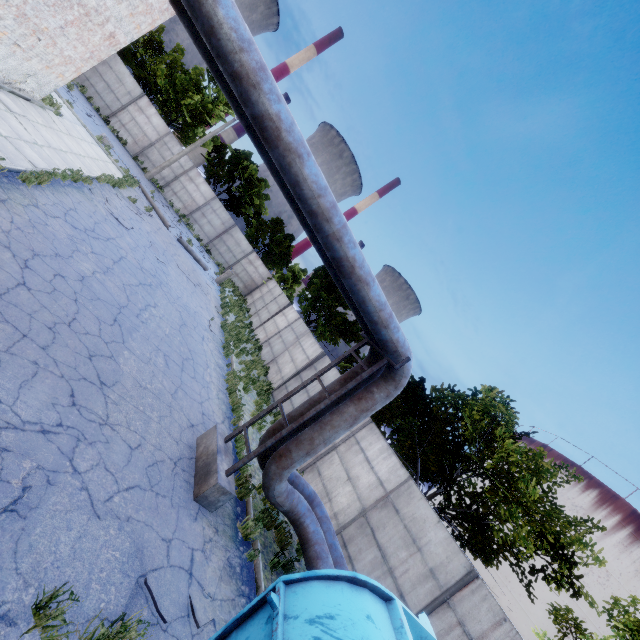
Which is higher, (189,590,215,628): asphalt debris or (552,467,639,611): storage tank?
(552,467,639,611): storage tank

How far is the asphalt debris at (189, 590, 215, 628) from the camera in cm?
460

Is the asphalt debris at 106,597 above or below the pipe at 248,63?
below

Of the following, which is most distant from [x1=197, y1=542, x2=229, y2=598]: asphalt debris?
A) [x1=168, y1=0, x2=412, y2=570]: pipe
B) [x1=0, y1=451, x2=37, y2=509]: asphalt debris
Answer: [x1=168, y1=0, x2=412, y2=570]: pipe

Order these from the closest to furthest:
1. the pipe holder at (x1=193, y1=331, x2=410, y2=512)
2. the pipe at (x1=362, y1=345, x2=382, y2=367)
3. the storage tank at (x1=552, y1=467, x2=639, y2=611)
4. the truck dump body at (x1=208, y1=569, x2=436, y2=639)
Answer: the truck dump body at (x1=208, y1=569, x2=436, y2=639) < the pipe holder at (x1=193, y1=331, x2=410, y2=512) < the pipe at (x1=362, y1=345, x2=382, y2=367) < the storage tank at (x1=552, y1=467, x2=639, y2=611)

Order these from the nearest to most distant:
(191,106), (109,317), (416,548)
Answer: (109,317)
(416,548)
(191,106)

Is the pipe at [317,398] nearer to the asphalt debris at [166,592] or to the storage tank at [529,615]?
the asphalt debris at [166,592]

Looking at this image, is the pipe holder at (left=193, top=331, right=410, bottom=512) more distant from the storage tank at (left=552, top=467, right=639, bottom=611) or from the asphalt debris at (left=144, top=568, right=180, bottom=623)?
the storage tank at (left=552, top=467, right=639, bottom=611)
